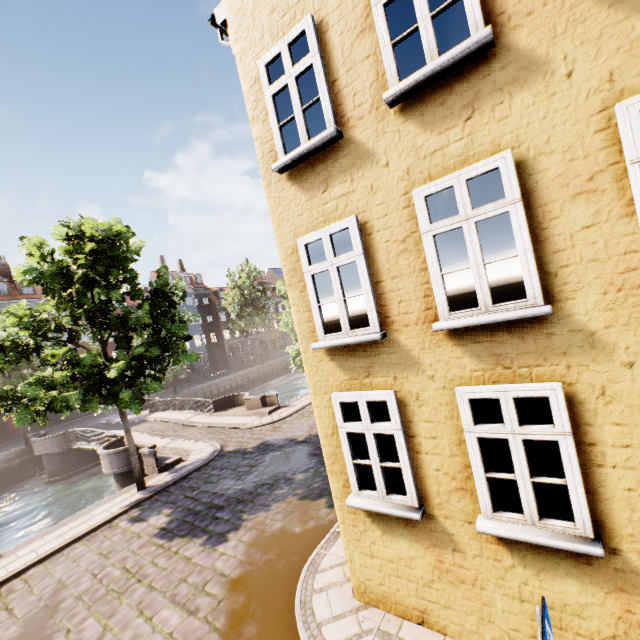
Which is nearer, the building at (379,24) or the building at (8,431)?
the building at (379,24)

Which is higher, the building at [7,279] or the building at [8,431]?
the building at [7,279]

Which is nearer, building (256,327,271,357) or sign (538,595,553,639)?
sign (538,595,553,639)

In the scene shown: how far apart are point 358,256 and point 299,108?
2.5m

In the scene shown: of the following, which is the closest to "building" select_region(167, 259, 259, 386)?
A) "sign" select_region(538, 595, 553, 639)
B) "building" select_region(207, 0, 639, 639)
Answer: "building" select_region(207, 0, 639, 639)

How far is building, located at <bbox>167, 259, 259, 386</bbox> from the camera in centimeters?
4753cm

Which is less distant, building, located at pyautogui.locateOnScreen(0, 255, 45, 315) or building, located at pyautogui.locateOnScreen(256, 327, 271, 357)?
building, located at pyautogui.locateOnScreen(0, 255, 45, 315)
